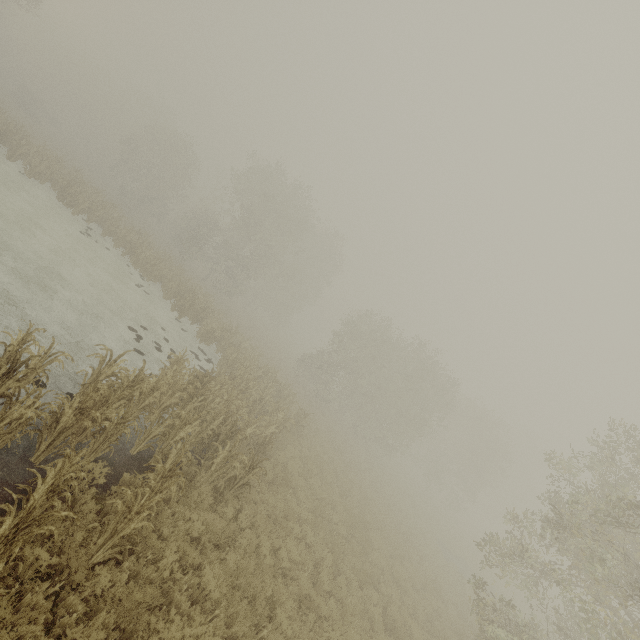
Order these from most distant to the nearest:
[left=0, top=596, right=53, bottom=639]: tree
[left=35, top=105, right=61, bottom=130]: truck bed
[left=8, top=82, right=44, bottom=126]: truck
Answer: [left=35, top=105, right=61, bottom=130]: truck bed → [left=8, top=82, right=44, bottom=126]: truck → [left=0, top=596, right=53, bottom=639]: tree

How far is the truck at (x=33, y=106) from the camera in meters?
38.0 m

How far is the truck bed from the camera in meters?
46.9 m

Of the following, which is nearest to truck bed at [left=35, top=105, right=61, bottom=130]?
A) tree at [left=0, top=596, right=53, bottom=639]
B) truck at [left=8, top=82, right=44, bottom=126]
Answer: truck at [left=8, top=82, right=44, bottom=126]

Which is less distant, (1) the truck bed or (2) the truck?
(2) the truck

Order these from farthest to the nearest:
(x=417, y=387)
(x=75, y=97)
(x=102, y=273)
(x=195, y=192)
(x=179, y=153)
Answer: (x=75, y=97)
(x=195, y=192)
(x=179, y=153)
(x=417, y=387)
(x=102, y=273)

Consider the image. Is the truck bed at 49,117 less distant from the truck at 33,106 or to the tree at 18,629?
the truck at 33,106

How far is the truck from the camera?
37.98m
